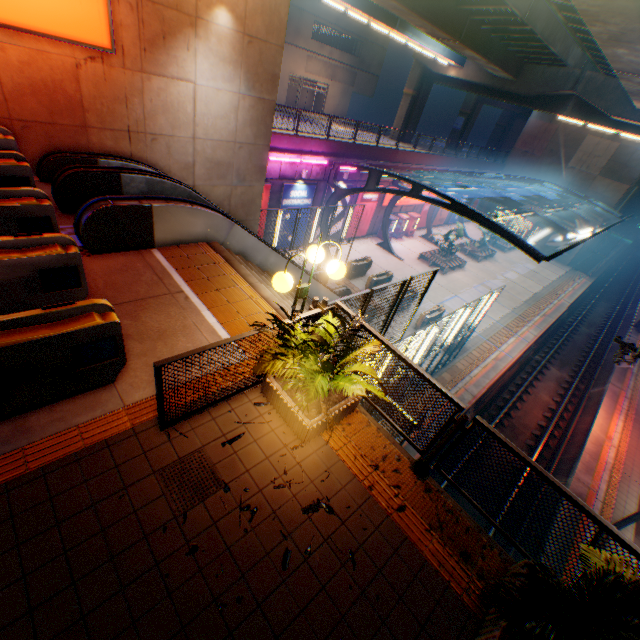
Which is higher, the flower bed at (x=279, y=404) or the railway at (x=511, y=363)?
the flower bed at (x=279, y=404)

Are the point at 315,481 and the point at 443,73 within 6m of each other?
no

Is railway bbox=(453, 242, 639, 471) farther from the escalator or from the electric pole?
the escalator

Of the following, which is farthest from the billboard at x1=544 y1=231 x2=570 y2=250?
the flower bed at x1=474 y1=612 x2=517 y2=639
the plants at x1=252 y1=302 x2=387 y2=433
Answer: the flower bed at x1=474 y1=612 x2=517 y2=639

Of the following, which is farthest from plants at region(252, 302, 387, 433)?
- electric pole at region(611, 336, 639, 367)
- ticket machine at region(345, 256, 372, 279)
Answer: ticket machine at region(345, 256, 372, 279)

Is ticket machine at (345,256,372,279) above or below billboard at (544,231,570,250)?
below

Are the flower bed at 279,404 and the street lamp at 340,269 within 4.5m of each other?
yes

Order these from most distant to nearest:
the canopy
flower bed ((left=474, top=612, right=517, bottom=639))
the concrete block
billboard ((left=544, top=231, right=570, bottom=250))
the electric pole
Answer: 1. billboard ((left=544, top=231, right=570, bottom=250))
2. the concrete block
3. the canopy
4. the electric pole
5. flower bed ((left=474, top=612, right=517, bottom=639))
